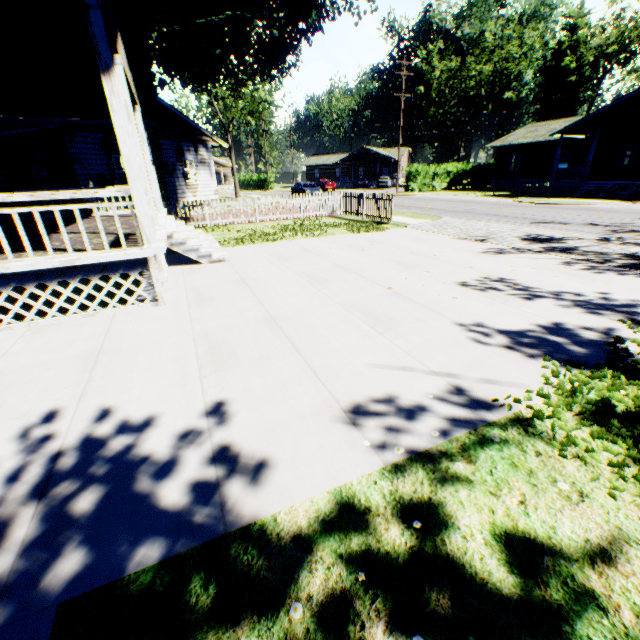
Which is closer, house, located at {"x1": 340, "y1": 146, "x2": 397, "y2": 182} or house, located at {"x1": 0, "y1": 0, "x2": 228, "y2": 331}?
house, located at {"x1": 0, "y1": 0, "x2": 228, "y2": 331}

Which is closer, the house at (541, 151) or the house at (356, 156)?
the house at (541, 151)

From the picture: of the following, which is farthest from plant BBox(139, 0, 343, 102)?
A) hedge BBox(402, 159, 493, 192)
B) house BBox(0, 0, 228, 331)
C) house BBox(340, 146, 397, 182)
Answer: house BBox(340, 146, 397, 182)

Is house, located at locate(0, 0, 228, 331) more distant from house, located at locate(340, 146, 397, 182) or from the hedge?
house, located at locate(340, 146, 397, 182)

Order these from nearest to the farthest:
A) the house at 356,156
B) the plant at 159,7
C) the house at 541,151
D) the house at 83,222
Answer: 1. the house at 83,222
2. the plant at 159,7
3. the house at 541,151
4. the house at 356,156

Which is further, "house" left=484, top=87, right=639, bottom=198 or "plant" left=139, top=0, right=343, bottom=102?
"house" left=484, top=87, right=639, bottom=198

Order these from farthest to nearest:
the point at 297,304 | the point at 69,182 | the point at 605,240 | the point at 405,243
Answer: the point at 69,182, the point at 405,243, the point at 605,240, the point at 297,304

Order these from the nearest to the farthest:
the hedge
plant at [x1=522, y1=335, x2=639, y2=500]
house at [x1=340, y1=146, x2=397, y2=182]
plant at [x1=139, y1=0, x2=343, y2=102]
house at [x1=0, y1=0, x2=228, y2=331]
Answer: plant at [x1=522, y1=335, x2=639, y2=500] → house at [x1=0, y1=0, x2=228, y2=331] → plant at [x1=139, y1=0, x2=343, y2=102] → the hedge → house at [x1=340, y1=146, x2=397, y2=182]
